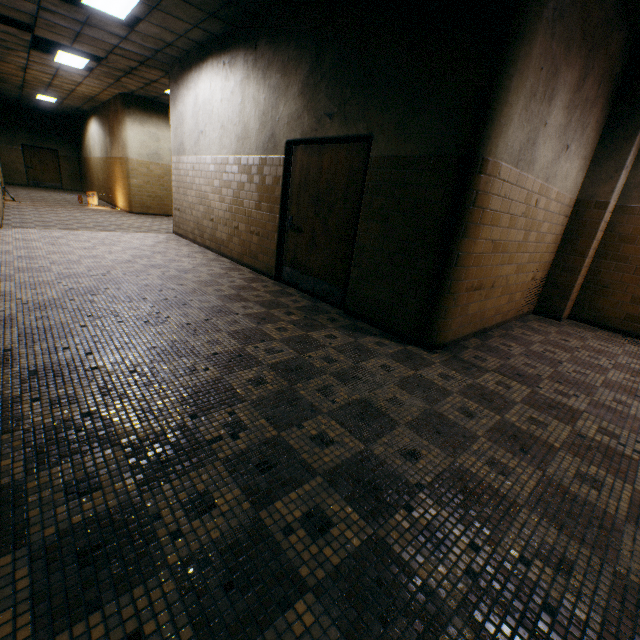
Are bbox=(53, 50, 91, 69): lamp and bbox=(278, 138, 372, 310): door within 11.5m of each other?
yes

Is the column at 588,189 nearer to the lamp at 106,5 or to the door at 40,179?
the lamp at 106,5

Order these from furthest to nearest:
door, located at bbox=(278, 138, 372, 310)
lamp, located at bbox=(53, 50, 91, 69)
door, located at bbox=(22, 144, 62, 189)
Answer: door, located at bbox=(22, 144, 62, 189) → lamp, located at bbox=(53, 50, 91, 69) → door, located at bbox=(278, 138, 372, 310)

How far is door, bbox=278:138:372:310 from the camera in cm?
414

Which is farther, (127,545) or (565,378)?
(565,378)

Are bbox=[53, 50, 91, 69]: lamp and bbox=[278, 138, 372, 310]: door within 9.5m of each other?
yes

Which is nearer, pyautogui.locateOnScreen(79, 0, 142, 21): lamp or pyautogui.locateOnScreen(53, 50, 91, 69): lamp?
pyautogui.locateOnScreen(79, 0, 142, 21): lamp

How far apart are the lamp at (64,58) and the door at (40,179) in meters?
13.6 m
